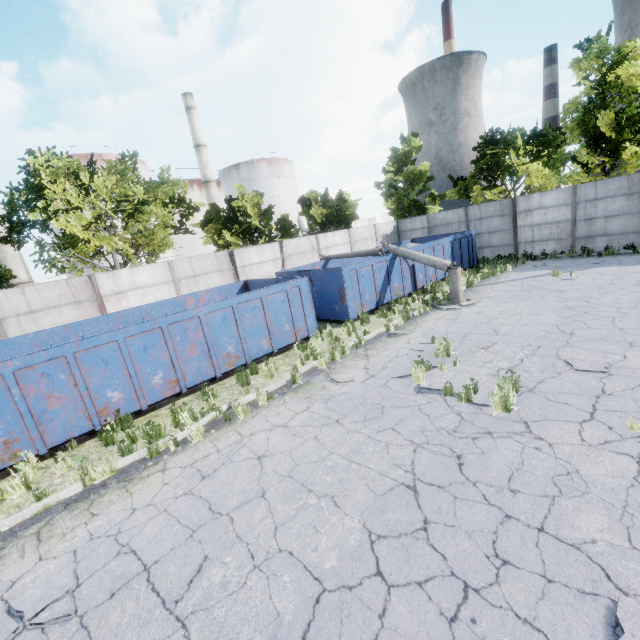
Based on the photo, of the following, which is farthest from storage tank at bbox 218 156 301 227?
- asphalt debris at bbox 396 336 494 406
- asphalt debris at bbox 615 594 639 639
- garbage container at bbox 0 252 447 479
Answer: asphalt debris at bbox 615 594 639 639

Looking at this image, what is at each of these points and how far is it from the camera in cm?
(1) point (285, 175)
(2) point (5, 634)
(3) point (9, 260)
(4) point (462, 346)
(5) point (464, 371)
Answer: (1) storage tank, 5350
(2) asphalt debris, 342
(3) chimney, 3334
(4) asphalt debris, 847
(5) asphalt debris, 721

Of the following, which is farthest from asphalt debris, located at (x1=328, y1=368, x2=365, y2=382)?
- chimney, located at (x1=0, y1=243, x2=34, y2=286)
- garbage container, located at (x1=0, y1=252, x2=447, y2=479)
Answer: chimney, located at (x1=0, y1=243, x2=34, y2=286)

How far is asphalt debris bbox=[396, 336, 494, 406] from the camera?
6.23m

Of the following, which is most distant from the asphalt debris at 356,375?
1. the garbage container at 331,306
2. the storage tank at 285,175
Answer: the storage tank at 285,175

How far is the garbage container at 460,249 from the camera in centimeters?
1609cm

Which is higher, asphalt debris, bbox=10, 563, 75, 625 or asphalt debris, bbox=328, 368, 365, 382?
asphalt debris, bbox=10, 563, 75, 625

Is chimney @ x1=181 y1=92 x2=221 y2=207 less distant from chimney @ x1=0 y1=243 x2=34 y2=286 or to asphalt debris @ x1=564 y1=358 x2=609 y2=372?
chimney @ x1=0 y1=243 x2=34 y2=286
